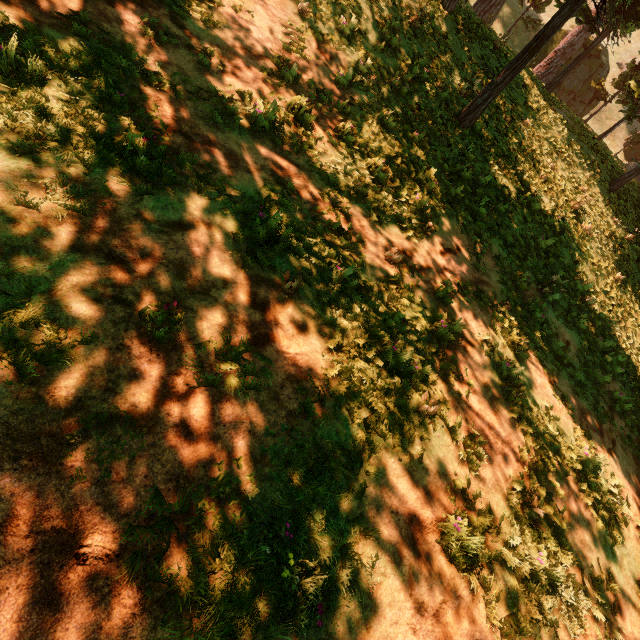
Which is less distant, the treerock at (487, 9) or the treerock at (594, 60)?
the treerock at (594, 60)

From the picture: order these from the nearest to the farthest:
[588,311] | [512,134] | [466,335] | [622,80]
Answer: [466,335] < [588,311] < [512,134] < [622,80]

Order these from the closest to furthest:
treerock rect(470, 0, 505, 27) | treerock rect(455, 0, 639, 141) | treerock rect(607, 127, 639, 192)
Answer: treerock rect(455, 0, 639, 141), treerock rect(607, 127, 639, 192), treerock rect(470, 0, 505, 27)

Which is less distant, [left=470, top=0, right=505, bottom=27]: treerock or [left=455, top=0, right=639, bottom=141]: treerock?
[left=455, top=0, right=639, bottom=141]: treerock

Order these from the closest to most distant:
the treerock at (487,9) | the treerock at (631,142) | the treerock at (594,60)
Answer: the treerock at (594,60) → the treerock at (631,142) → the treerock at (487,9)
